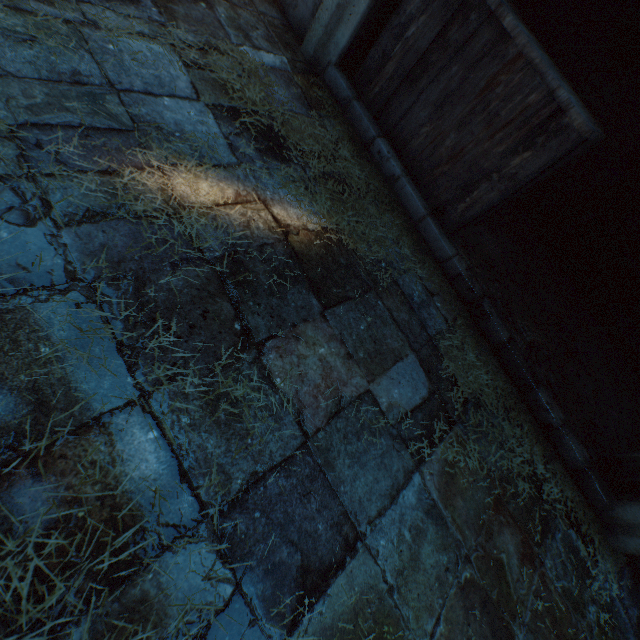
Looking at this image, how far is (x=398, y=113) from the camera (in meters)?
2.49

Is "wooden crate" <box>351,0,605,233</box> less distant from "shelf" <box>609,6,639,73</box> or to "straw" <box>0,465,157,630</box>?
"shelf" <box>609,6,639,73</box>

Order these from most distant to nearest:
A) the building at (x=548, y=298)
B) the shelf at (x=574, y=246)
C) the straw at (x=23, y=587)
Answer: the shelf at (x=574, y=246) → the building at (x=548, y=298) → the straw at (x=23, y=587)

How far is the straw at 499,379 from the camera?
2.0 meters

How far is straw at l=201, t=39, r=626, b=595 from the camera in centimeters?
203cm

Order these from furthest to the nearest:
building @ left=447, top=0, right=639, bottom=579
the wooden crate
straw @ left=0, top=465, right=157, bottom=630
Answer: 1. building @ left=447, top=0, right=639, bottom=579
2. the wooden crate
3. straw @ left=0, top=465, right=157, bottom=630

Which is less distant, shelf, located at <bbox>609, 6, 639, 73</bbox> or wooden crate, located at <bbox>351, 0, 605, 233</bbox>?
wooden crate, located at <bbox>351, 0, 605, 233</bbox>

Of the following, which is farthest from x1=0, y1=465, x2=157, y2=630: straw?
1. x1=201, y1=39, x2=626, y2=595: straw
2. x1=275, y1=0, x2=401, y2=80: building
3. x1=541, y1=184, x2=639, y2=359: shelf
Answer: x1=541, y1=184, x2=639, y2=359: shelf
